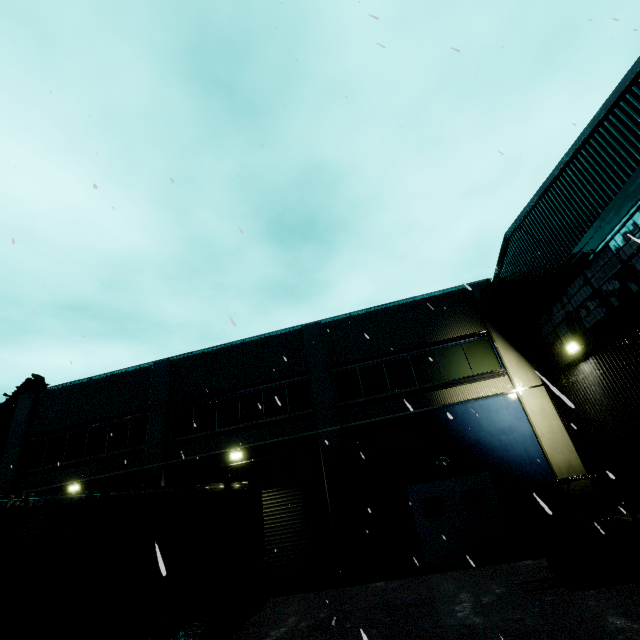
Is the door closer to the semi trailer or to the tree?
the semi trailer

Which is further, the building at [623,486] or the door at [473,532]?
the door at [473,532]

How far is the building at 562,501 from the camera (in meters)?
10.59

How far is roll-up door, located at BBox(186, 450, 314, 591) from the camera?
11.8 meters

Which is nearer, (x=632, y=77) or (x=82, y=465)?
(x=632, y=77)

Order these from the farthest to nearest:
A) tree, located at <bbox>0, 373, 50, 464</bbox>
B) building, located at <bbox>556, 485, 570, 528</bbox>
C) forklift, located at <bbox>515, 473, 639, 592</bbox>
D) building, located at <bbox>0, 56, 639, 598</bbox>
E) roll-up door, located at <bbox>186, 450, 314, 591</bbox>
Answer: A:
tree, located at <bbox>0, 373, 50, 464</bbox>
roll-up door, located at <bbox>186, 450, 314, 591</bbox>
building, located at <bbox>556, 485, 570, 528</bbox>
building, located at <bbox>0, 56, 639, 598</bbox>
forklift, located at <bbox>515, 473, 639, 592</bbox>

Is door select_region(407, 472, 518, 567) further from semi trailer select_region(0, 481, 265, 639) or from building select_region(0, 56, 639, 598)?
semi trailer select_region(0, 481, 265, 639)

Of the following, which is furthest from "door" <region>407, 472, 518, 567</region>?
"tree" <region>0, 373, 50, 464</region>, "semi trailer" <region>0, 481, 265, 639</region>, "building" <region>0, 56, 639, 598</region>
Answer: "tree" <region>0, 373, 50, 464</region>
